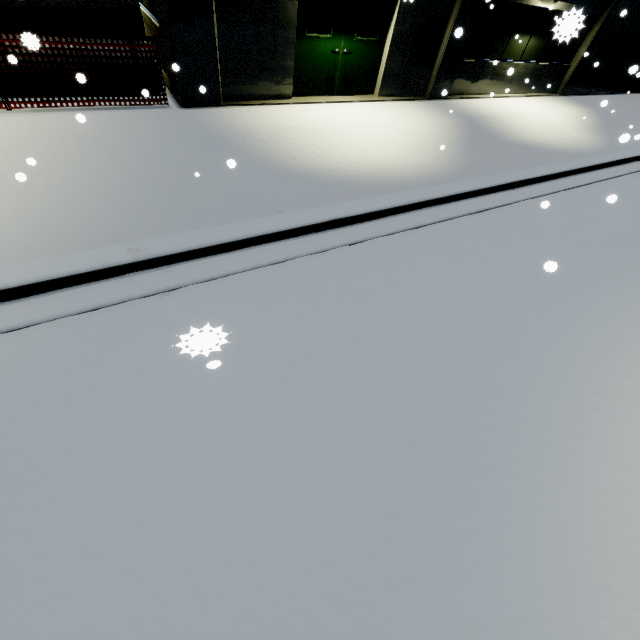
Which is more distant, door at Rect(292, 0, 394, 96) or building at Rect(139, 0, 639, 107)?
door at Rect(292, 0, 394, 96)

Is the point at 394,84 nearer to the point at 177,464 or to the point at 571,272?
the point at 571,272

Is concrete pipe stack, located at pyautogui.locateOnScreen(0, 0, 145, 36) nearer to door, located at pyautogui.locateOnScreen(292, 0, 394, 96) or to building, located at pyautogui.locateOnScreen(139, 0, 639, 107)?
building, located at pyautogui.locateOnScreen(139, 0, 639, 107)

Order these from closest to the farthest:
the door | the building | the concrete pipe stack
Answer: the concrete pipe stack, the building, the door

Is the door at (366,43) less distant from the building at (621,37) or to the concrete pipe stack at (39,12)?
the building at (621,37)

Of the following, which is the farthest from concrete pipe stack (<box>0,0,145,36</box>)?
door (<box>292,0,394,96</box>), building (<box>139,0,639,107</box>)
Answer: door (<box>292,0,394,96</box>)
